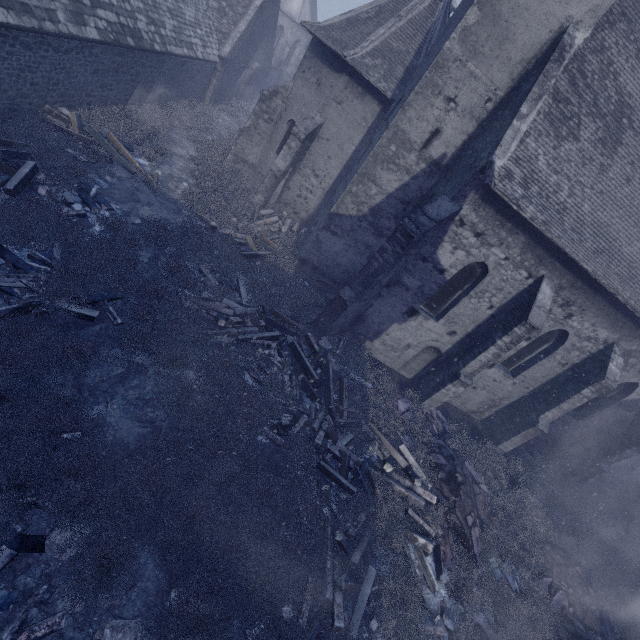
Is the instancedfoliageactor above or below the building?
below

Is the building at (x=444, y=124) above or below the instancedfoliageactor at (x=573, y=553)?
above

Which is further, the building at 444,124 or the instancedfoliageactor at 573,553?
the building at 444,124

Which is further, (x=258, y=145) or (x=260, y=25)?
(x=260, y=25)

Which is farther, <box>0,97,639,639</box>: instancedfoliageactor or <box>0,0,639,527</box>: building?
<box>0,0,639,527</box>: building
